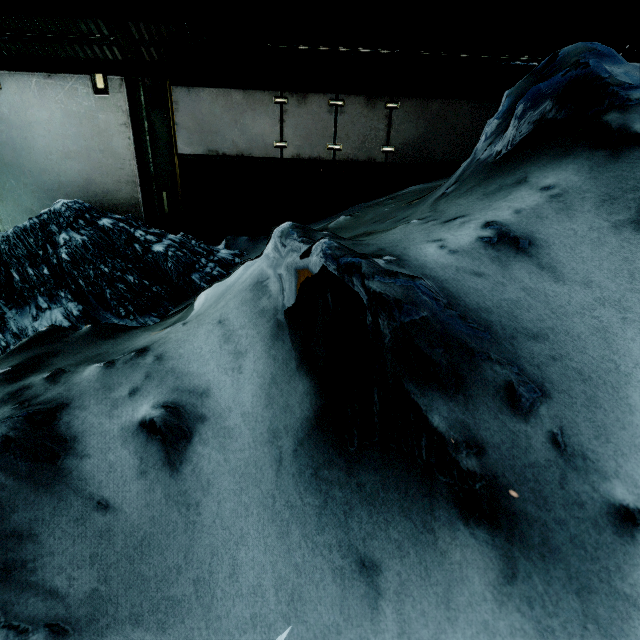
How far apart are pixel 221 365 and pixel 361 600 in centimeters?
89cm
